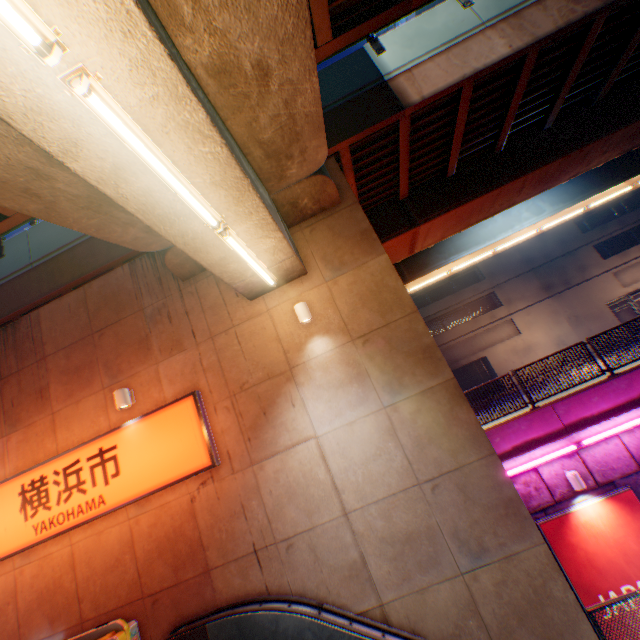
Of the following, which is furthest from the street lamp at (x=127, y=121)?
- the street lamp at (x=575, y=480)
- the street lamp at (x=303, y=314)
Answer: the street lamp at (x=575, y=480)

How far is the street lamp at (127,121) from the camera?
2.6m

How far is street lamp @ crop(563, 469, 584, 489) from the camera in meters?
8.6

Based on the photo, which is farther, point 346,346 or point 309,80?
point 346,346

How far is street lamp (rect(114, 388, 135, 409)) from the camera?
7.2 meters

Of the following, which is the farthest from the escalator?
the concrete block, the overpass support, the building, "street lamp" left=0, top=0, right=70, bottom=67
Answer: the building

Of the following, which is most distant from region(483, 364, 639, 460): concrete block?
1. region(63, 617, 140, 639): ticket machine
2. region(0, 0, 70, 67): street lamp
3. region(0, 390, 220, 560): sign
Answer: region(0, 0, 70, 67): street lamp

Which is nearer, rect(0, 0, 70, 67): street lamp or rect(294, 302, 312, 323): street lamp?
rect(0, 0, 70, 67): street lamp
